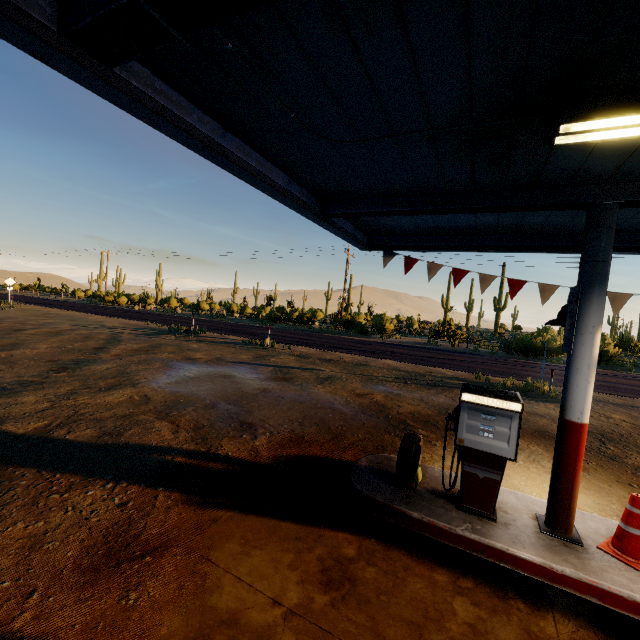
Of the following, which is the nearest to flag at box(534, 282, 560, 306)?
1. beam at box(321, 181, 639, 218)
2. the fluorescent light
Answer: beam at box(321, 181, 639, 218)

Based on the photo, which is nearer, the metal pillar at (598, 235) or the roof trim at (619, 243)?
the metal pillar at (598, 235)

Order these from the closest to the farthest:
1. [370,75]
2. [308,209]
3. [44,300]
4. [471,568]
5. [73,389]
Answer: [370,75] → [471,568] → [308,209] → [73,389] → [44,300]

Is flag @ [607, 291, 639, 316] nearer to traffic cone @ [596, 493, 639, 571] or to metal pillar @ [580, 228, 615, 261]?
metal pillar @ [580, 228, 615, 261]

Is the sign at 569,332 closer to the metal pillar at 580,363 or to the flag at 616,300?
the metal pillar at 580,363

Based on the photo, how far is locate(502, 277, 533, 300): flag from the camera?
5.9 meters

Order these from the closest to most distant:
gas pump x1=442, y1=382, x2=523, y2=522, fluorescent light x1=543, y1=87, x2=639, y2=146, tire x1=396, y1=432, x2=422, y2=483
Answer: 1. fluorescent light x1=543, y1=87, x2=639, y2=146
2. gas pump x1=442, y1=382, x2=523, y2=522
3. tire x1=396, y1=432, x2=422, y2=483

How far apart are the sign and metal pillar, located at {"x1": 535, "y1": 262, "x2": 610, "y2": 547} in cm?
2
